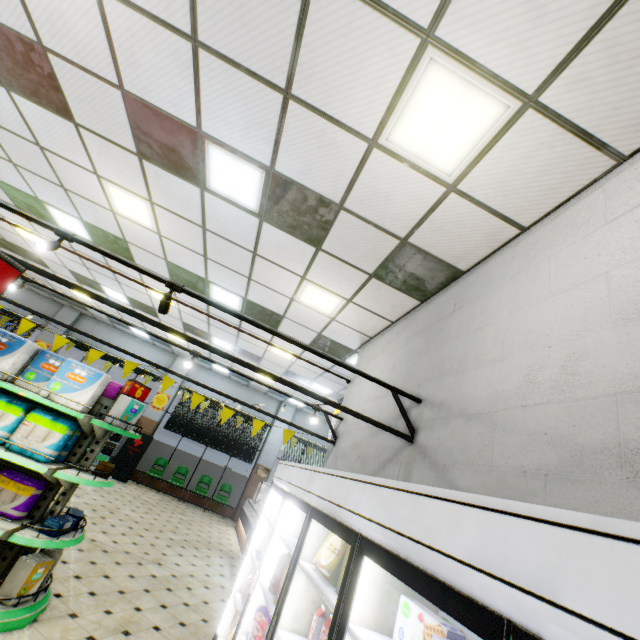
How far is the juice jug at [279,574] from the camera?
2.78m

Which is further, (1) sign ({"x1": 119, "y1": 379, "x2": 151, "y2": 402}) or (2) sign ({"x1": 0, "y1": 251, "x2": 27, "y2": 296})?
(1) sign ({"x1": 119, "y1": 379, "x2": 151, "y2": 402})

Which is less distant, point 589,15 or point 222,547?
point 589,15

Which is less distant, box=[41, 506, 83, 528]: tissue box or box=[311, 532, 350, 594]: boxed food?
box=[311, 532, 350, 594]: boxed food

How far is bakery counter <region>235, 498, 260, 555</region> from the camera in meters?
8.7

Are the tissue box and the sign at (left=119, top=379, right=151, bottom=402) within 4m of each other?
yes

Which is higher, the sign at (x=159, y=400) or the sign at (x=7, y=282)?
the sign at (x=159, y=400)

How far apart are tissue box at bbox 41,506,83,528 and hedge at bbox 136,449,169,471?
10.5 meters
